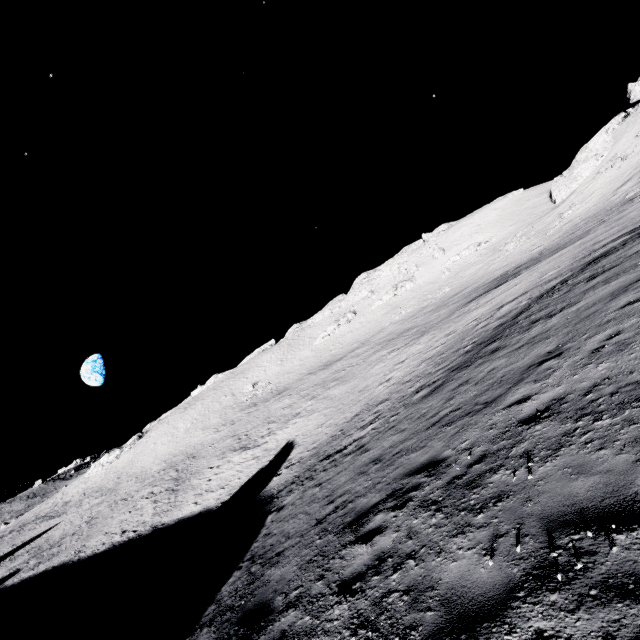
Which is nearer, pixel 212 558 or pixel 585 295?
pixel 585 295
